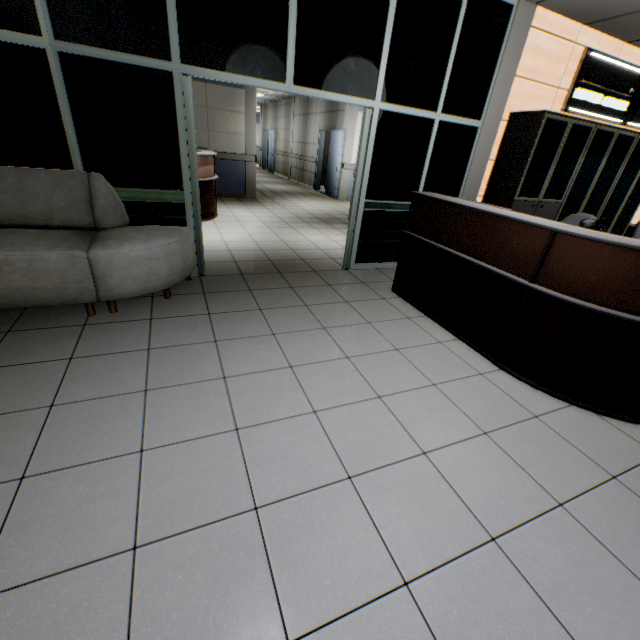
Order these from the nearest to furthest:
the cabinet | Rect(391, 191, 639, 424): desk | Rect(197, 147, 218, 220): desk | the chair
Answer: Rect(391, 191, 639, 424): desk → the chair → the cabinet → Rect(197, 147, 218, 220): desk

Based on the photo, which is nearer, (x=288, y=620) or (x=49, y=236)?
(x=288, y=620)

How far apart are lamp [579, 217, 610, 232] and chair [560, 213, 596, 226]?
0.6 meters

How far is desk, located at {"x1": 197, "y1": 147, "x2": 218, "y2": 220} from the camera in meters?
5.9

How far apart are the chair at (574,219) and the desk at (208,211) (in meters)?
5.12

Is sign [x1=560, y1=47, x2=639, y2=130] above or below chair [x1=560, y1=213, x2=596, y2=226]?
above

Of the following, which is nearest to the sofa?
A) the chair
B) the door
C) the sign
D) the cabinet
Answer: the chair

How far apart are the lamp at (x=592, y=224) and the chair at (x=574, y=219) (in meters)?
0.58
